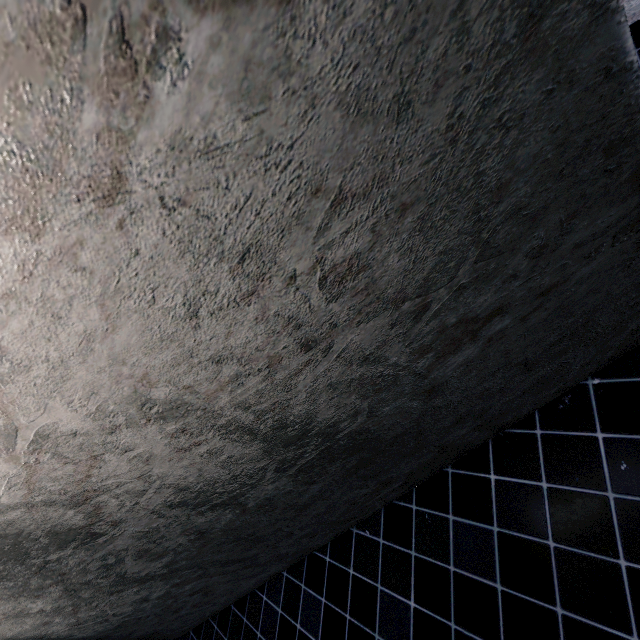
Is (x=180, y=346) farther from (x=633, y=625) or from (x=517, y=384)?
(x=633, y=625)
